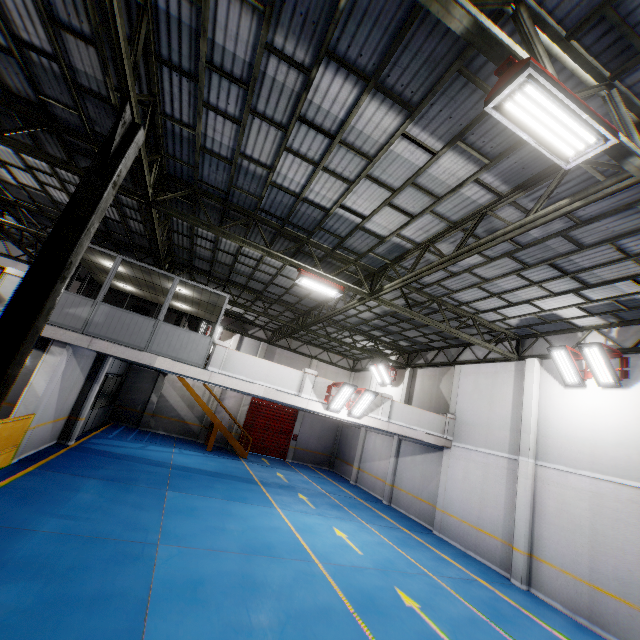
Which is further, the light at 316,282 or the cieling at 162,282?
the cieling at 162,282

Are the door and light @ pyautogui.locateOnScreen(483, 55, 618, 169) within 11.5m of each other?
no

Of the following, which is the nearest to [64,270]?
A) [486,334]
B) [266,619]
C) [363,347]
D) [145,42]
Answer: [145,42]

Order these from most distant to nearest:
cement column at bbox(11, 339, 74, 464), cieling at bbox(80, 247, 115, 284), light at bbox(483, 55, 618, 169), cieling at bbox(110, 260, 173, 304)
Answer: cieling at bbox(110, 260, 173, 304) < cieling at bbox(80, 247, 115, 284) < cement column at bbox(11, 339, 74, 464) < light at bbox(483, 55, 618, 169)

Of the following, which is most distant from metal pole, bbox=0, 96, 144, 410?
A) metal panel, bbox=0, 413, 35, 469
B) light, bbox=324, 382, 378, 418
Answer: light, bbox=324, 382, 378, 418

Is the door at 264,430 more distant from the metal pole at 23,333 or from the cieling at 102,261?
the metal pole at 23,333

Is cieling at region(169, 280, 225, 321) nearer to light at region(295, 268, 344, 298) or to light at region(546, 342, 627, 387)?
light at region(295, 268, 344, 298)

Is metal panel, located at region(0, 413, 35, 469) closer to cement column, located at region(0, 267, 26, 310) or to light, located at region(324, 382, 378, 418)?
cement column, located at region(0, 267, 26, 310)
